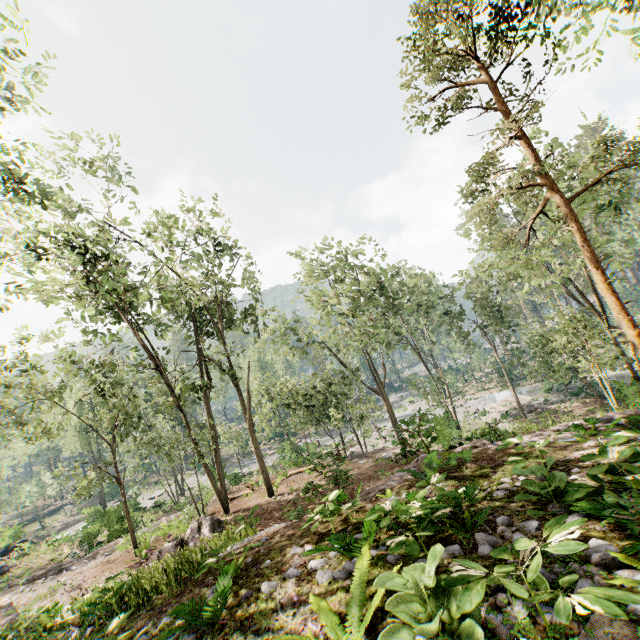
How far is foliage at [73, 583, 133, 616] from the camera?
6.76m

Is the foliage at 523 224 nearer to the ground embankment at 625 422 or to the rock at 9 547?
the rock at 9 547

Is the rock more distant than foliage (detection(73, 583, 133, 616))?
Yes

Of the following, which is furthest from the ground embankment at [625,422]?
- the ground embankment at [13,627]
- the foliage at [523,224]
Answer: the ground embankment at [13,627]

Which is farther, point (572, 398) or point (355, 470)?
point (572, 398)

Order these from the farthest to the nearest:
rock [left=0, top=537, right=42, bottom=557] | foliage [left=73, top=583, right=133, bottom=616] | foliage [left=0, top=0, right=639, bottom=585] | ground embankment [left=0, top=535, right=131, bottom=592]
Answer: rock [left=0, top=537, right=42, bottom=557] → ground embankment [left=0, top=535, right=131, bottom=592] → foliage [left=0, top=0, right=639, bottom=585] → foliage [left=73, top=583, right=133, bottom=616]

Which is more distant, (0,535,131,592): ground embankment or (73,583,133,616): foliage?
(0,535,131,592): ground embankment

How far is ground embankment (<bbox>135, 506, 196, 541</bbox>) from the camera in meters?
18.0 m
